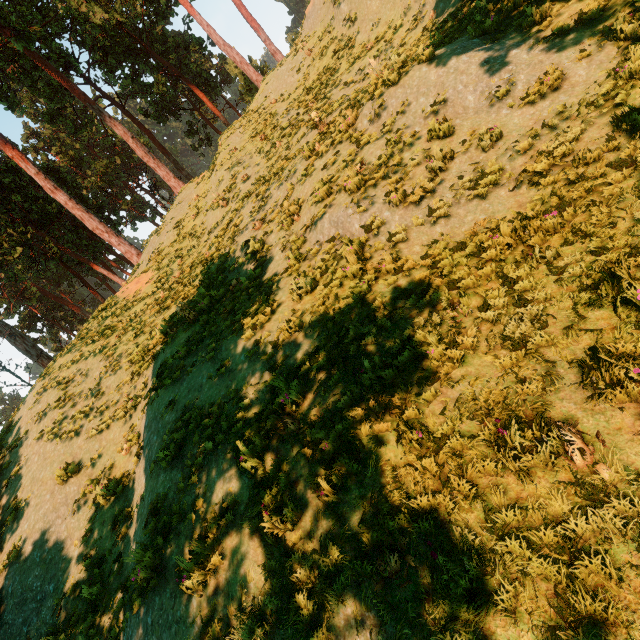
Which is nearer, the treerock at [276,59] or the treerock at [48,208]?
the treerock at [48,208]

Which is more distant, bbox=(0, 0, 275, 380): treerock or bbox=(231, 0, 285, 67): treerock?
bbox=(231, 0, 285, 67): treerock

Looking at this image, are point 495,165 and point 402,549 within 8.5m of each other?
yes
